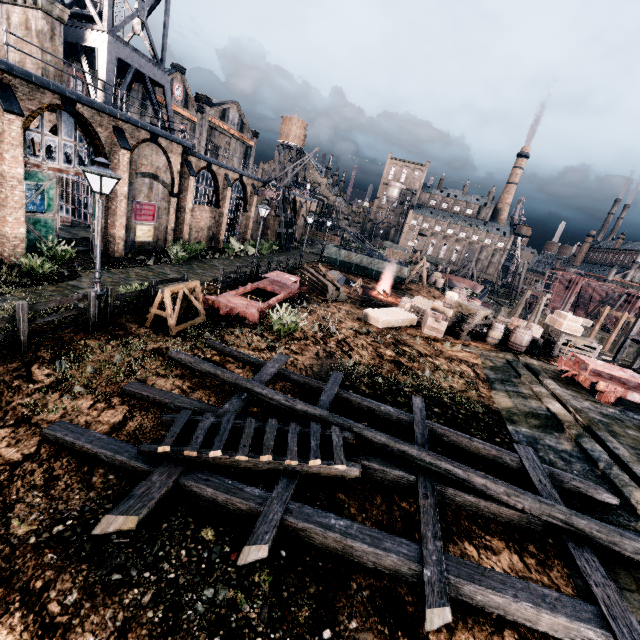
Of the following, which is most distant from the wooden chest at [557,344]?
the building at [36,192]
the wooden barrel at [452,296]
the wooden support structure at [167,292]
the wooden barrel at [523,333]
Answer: the building at [36,192]

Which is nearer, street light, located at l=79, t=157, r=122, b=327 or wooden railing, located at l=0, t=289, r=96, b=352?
wooden railing, located at l=0, t=289, r=96, b=352

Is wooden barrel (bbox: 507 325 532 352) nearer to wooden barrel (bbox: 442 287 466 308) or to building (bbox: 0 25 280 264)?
wooden barrel (bbox: 442 287 466 308)

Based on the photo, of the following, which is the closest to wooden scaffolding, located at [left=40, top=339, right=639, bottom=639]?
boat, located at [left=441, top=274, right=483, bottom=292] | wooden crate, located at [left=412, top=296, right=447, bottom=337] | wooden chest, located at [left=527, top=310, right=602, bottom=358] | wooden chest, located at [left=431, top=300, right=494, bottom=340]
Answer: wooden crate, located at [left=412, top=296, right=447, bottom=337]

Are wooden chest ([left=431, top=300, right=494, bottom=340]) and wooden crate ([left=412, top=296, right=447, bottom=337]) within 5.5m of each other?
yes

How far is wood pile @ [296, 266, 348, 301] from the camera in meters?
24.0 m

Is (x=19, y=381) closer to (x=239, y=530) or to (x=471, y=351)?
(x=239, y=530)

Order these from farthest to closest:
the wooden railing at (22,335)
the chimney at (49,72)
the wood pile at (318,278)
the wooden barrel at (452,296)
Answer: the wood pile at (318,278), the wooden barrel at (452,296), the chimney at (49,72), the wooden railing at (22,335)
